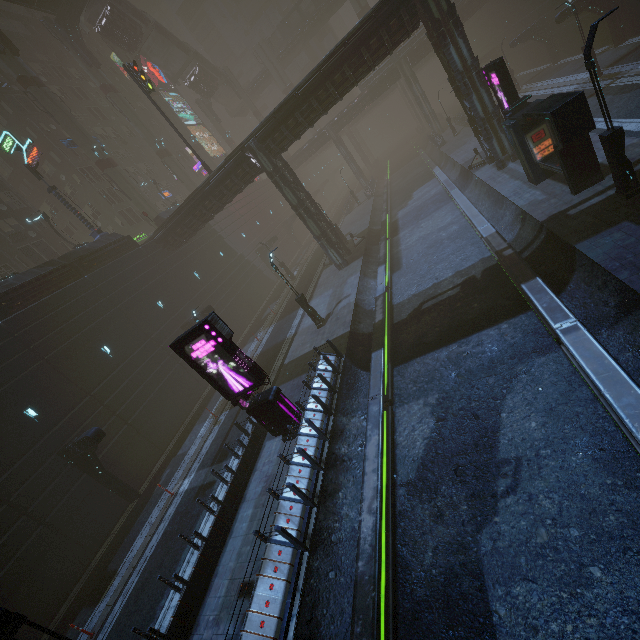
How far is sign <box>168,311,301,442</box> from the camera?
11.2 meters

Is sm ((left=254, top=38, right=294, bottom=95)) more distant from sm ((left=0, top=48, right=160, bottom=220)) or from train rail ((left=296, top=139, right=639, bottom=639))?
sm ((left=0, top=48, right=160, bottom=220))

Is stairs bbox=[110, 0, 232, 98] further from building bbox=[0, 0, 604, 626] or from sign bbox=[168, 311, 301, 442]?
sign bbox=[168, 311, 301, 442]

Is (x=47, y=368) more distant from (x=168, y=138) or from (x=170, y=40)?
(x=170, y=40)

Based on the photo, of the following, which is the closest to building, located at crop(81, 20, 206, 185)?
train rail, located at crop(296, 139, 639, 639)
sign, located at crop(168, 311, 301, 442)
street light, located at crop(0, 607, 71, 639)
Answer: train rail, located at crop(296, 139, 639, 639)

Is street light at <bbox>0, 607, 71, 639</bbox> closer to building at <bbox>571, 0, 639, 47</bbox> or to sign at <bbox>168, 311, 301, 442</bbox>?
building at <bbox>571, 0, 639, 47</bbox>

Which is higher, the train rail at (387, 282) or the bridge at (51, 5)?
the bridge at (51, 5)

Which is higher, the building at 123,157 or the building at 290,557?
the building at 123,157
